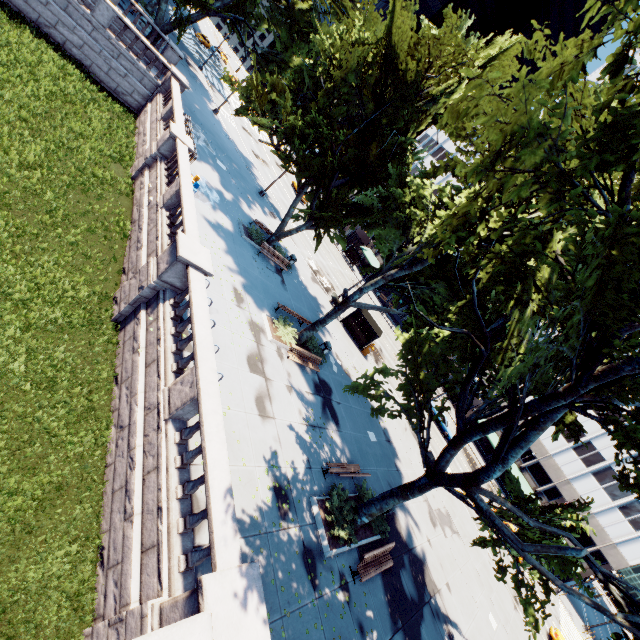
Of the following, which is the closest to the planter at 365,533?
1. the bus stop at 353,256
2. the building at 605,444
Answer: the bus stop at 353,256

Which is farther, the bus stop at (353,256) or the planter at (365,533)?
the bus stop at (353,256)

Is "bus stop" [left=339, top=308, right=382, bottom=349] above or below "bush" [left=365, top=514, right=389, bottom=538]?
above

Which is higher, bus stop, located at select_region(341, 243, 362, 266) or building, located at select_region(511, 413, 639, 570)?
building, located at select_region(511, 413, 639, 570)

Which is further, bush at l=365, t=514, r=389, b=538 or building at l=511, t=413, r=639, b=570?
building at l=511, t=413, r=639, b=570

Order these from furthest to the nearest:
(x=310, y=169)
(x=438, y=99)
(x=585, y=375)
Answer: (x=310, y=169) → (x=438, y=99) → (x=585, y=375)

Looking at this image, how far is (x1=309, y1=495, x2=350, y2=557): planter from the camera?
11.51m

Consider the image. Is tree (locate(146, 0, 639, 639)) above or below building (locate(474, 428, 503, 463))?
above
